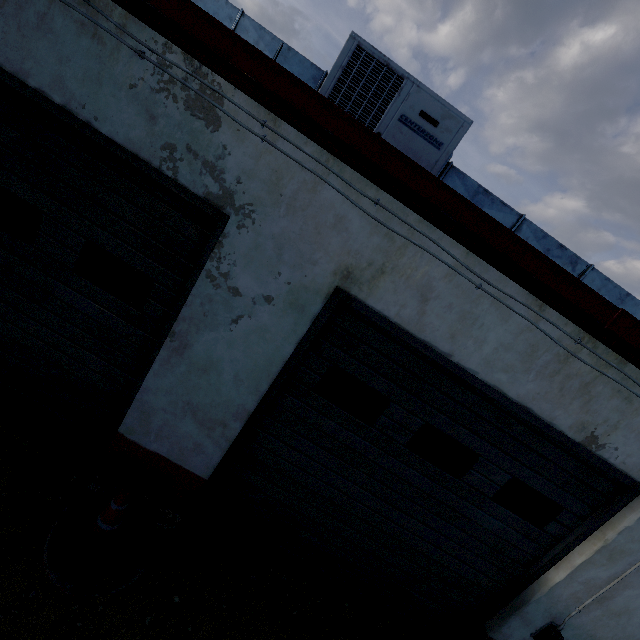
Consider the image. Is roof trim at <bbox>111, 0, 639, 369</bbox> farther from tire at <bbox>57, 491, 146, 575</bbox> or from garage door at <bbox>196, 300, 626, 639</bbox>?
tire at <bbox>57, 491, 146, 575</bbox>

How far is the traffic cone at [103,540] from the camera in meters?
2.8

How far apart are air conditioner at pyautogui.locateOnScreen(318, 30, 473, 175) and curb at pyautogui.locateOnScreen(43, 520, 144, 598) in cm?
423

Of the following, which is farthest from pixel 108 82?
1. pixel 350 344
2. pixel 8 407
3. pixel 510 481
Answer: pixel 510 481

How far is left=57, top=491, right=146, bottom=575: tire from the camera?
2.7 meters

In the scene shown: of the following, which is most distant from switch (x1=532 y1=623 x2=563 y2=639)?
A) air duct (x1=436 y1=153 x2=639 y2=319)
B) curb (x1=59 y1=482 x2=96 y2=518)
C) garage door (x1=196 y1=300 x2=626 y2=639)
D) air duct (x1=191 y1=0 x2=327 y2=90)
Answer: air duct (x1=191 y1=0 x2=327 y2=90)

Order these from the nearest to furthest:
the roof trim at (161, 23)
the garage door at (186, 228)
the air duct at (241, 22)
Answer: the roof trim at (161, 23) < the garage door at (186, 228) < the air duct at (241, 22)

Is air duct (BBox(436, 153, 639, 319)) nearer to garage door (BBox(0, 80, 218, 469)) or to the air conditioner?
the air conditioner
